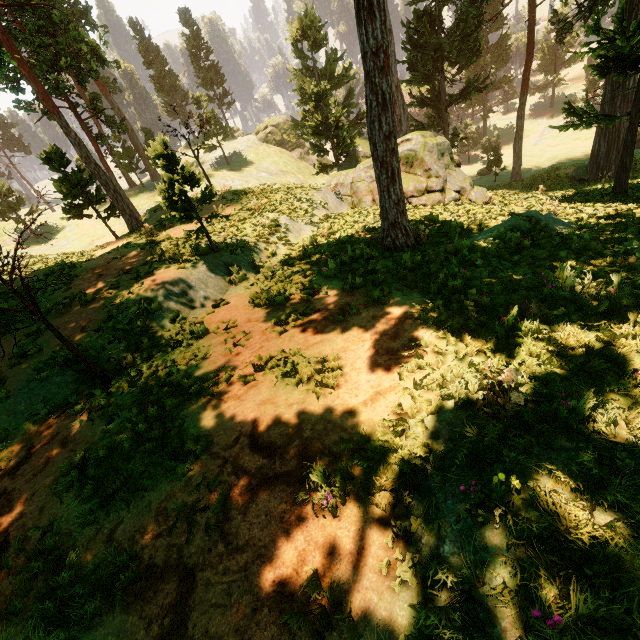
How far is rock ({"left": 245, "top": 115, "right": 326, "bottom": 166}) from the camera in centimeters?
4944cm

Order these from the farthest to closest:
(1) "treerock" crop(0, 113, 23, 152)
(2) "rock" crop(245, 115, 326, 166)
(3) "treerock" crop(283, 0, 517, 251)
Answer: (1) "treerock" crop(0, 113, 23, 152) < (2) "rock" crop(245, 115, 326, 166) < (3) "treerock" crop(283, 0, 517, 251)

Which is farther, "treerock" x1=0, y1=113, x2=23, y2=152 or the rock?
"treerock" x1=0, y1=113, x2=23, y2=152

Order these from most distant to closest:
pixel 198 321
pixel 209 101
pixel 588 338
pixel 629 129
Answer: pixel 209 101 < pixel 629 129 < pixel 198 321 < pixel 588 338

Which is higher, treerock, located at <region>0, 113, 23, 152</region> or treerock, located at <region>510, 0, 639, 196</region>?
treerock, located at <region>0, 113, 23, 152</region>

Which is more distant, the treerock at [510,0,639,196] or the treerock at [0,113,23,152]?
the treerock at [0,113,23,152]

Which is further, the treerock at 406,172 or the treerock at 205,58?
the treerock at 205,58
